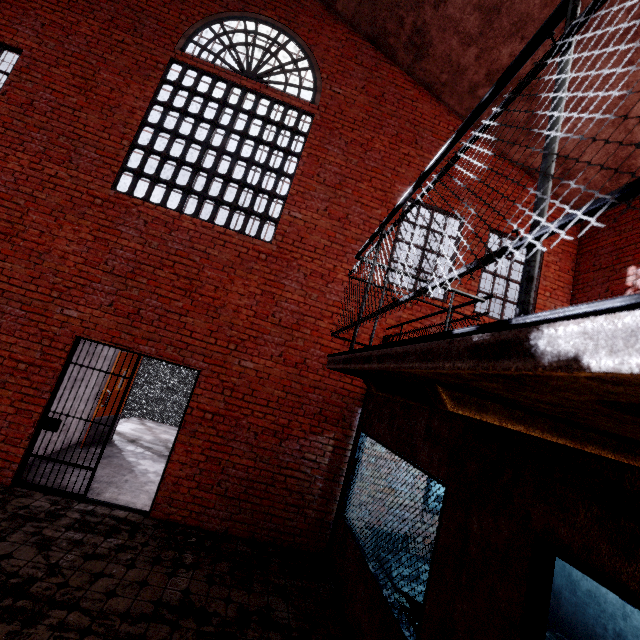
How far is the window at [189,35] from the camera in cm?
648

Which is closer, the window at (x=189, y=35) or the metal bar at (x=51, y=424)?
the metal bar at (x=51, y=424)

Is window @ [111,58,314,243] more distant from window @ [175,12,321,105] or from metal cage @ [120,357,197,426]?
metal cage @ [120,357,197,426]

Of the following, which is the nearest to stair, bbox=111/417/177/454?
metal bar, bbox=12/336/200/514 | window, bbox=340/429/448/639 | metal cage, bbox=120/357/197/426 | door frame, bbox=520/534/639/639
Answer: metal cage, bbox=120/357/197/426

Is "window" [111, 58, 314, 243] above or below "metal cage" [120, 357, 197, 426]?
above

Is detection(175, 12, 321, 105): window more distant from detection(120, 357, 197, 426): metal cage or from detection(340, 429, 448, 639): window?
detection(340, 429, 448, 639): window

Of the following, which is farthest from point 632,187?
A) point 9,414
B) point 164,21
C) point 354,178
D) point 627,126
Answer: point 164,21

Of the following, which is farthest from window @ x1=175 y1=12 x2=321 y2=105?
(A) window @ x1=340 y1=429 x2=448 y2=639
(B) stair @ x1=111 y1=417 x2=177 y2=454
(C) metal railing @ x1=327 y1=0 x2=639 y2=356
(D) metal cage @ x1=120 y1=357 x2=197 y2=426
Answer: (B) stair @ x1=111 y1=417 x2=177 y2=454
